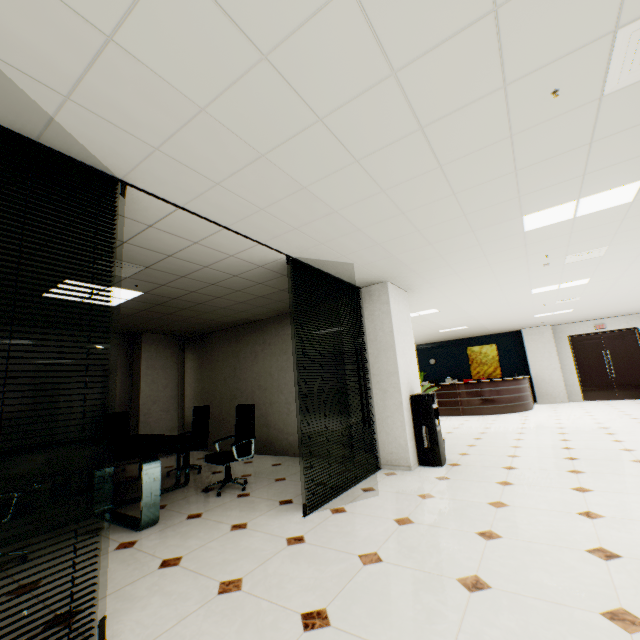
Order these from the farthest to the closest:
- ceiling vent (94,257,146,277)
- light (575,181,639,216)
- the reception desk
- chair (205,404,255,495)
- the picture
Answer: the picture < the reception desk < chair (205,404,255,495) < ceiling vent (94,257,146,277) < light (575,181,639,216)

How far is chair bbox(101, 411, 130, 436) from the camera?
6.7m

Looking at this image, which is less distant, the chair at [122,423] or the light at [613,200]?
the light at [613,200]

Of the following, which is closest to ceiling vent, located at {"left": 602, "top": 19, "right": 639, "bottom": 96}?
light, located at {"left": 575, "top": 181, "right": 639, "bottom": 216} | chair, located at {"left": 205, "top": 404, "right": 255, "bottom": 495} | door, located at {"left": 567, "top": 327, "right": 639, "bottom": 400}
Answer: Answer: light, located at {"left": 575, "top": 181, "right": 639, "bottom": 216}

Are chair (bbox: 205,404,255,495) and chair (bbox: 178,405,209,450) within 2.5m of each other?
yes

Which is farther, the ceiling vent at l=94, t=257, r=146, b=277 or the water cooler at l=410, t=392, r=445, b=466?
the water cooler at l=410, t=392, r=445, b=466

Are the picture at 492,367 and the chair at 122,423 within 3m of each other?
no

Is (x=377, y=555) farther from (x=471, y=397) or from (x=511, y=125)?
(x=471, y=397)
